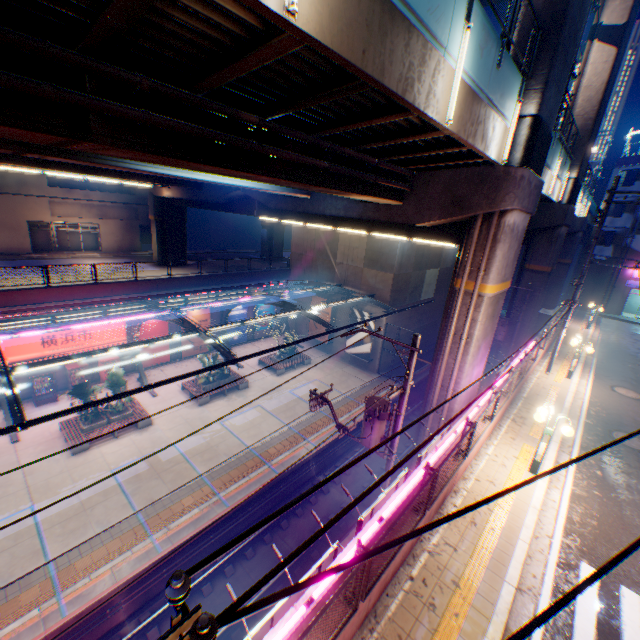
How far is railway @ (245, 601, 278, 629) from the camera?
11.65m

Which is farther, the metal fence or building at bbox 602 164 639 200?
building at bbox 602 164 639 200

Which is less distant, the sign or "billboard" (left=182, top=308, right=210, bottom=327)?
the sign

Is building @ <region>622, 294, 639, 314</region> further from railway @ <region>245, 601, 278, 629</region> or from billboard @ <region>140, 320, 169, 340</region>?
billboard @ <region>140, 320, 169, 340</region>

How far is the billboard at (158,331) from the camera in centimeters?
2422cm

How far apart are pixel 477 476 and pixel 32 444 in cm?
2137

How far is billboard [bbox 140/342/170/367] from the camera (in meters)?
24.83

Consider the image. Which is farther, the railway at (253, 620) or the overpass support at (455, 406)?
the overpass support at (455, 406)
